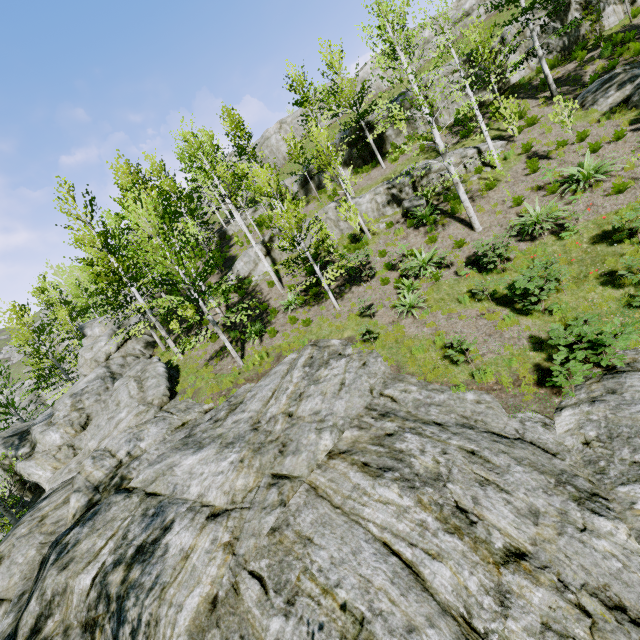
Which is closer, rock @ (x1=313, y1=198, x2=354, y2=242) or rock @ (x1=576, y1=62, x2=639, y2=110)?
rock @ (x1=576, y1=62, x2=639, y2=110)

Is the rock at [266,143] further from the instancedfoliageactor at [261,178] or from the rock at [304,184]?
the rock at [304,184]

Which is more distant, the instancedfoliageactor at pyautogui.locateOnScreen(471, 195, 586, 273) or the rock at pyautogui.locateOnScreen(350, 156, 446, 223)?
the rock at pyautogui.locateOnScreen(350, 156, 446, 223)

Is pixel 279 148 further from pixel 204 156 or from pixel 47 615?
pixel 47 615

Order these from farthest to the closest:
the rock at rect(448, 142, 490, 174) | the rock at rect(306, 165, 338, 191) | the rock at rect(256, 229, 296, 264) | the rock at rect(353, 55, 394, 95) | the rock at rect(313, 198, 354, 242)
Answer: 1. the rock at rect(353, 55, 394, 95)
2. the rock at rect(306, 165, 338, 191)
3. the rock at rect(256, 229, 296, 264)
4. the rock at rect(313, 198, 354, 242)
5. the rock at rect(448, 142, 490, 174)

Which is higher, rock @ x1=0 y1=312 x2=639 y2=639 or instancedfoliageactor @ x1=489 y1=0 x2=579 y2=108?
instancedfoliageactor @ x1=489 y1=0 x2=579 y2=108

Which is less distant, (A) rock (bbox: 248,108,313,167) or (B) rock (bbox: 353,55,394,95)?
(B) rock (bbox: 353,55,394,95)

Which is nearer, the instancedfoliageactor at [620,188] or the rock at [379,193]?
the instancedfoliageactor at [620,188]
